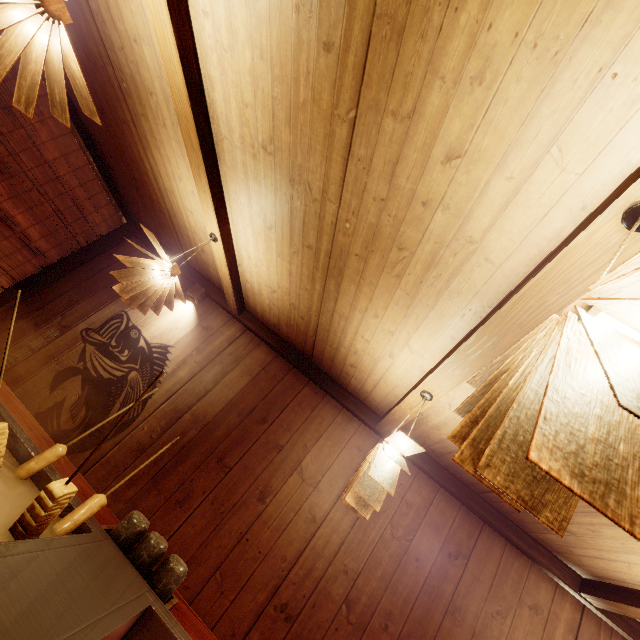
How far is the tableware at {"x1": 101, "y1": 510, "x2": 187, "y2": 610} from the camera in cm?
238

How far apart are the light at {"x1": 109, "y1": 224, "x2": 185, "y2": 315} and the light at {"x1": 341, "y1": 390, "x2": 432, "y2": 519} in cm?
333

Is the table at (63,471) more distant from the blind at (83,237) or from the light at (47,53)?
the blind at (83,237)

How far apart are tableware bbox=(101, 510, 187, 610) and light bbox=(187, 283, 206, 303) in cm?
444

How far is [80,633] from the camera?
1.5m

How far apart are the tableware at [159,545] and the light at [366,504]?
1.4m

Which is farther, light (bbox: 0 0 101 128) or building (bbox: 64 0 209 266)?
building (bbox: 64 0 209 266)

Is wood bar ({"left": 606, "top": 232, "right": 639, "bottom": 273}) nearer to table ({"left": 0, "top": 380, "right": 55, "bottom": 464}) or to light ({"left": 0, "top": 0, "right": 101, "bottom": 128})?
table ({"left": 0, "top": 380, "right": 55, "bottom": 464})
